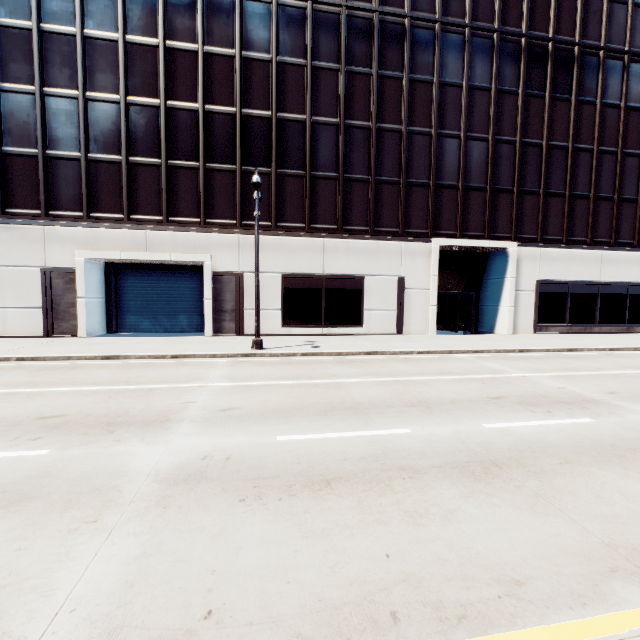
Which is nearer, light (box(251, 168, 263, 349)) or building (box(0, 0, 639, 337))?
light (box(251, 168, 263, 349))

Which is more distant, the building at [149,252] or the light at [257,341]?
the building at [149,252]

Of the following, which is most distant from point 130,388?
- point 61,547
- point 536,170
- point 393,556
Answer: point 536,170

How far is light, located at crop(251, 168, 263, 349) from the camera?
12.72m

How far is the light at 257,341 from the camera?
12.72m
